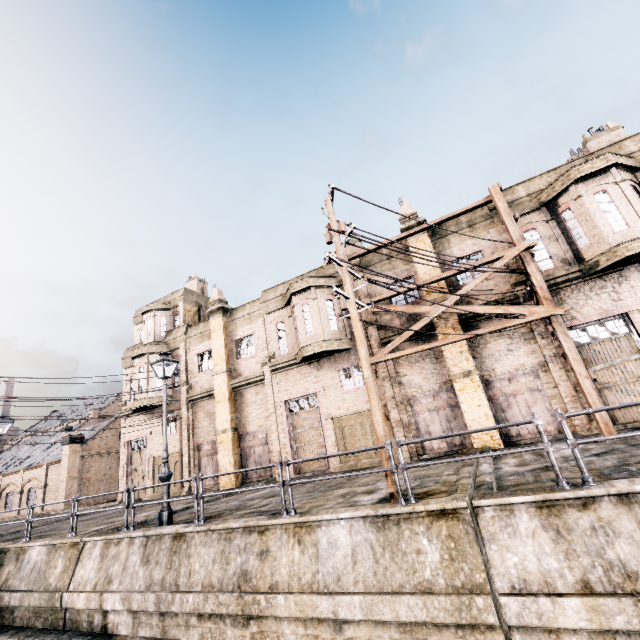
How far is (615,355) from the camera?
13.9m

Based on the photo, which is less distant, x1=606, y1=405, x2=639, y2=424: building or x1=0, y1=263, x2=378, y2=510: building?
x1=606, y1=405, x2=639, y2=424: building

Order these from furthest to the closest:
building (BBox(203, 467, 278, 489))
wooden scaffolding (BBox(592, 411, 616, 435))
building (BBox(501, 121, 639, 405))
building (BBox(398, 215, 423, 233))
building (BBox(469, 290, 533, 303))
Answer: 1. building (BBox(203, 467, 278, 489))
2. building (BBox(398, 215, 423, 233))
3. building (BBox(469, 290, 533, 303))
4. building (BBox(501, 121, 639, 405))
5. wooden scaffolding (BBox(592, 411, 616, 435))

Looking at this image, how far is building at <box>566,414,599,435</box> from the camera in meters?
13.3

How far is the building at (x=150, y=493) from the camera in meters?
23.2

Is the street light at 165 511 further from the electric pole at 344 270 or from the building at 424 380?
the building at 424 380

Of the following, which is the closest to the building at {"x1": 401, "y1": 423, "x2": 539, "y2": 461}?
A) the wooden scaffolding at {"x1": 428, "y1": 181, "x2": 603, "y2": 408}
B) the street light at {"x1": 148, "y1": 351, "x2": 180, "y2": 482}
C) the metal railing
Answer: the wooden scaffolding at {"x1": 428, "y1": 181, "x2": 603, "y2": 408}
